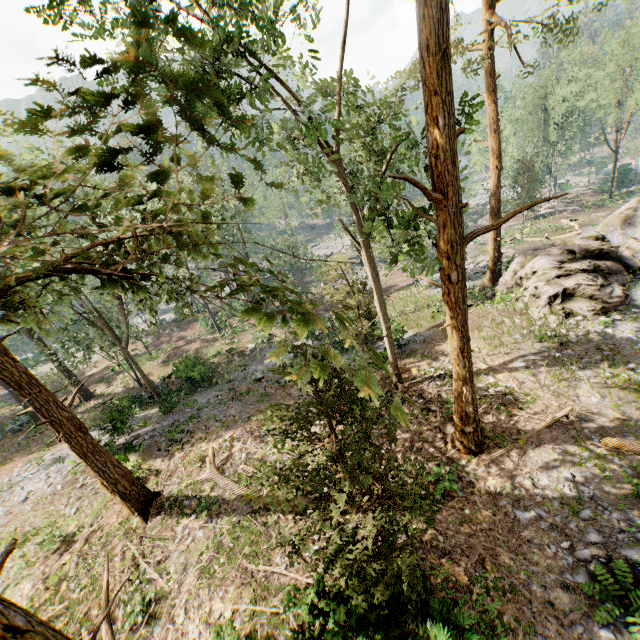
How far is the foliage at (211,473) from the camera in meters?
12.2

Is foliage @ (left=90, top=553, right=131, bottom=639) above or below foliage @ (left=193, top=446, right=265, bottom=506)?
above

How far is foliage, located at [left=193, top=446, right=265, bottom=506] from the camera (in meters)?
12.23

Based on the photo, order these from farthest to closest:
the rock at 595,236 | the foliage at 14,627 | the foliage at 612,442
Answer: the rock at 595,236 → the foliage at 612,442 → the foliage at 14,627

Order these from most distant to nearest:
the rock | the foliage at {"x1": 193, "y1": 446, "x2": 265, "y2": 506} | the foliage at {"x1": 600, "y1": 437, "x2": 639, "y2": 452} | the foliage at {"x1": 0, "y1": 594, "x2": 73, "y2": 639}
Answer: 1. the rock
2. the foliage at {"x1": 193, "y1": 446, "x2": 265, "y2": 506}
3. the foliage at {"x1": 600, "y1": 437, "x2": 639, "y2": 452}
4. the foliage at {"x1": 0, "y1": 594, "x2": 73, "y2": 639}

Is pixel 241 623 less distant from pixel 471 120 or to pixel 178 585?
pixel 178 585

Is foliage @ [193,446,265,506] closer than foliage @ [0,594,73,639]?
No
